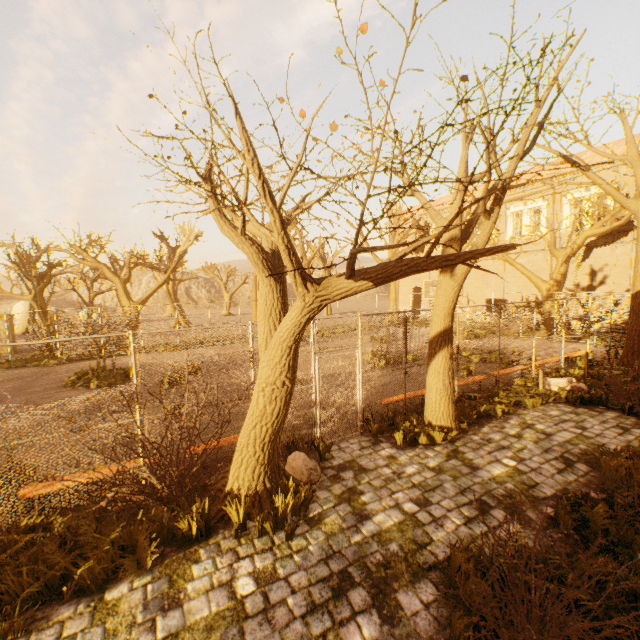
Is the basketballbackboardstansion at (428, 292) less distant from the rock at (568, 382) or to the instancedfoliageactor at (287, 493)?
the rock at (568, 382)

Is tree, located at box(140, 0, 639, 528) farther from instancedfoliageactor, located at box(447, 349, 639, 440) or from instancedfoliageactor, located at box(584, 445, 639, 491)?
instancedfoliageactor, located at box(584, 445, 639, 491)

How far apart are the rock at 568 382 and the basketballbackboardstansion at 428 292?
8.81m

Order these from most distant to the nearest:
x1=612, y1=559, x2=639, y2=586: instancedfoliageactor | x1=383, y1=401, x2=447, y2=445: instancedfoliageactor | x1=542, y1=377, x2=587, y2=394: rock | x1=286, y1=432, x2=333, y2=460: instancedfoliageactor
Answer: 1. x1=542, y1=377, x2=587, y2=394: rock
2. x1=383, y1=401, x2=447, y2=445: instancedfoliageactor
3. x1=286, y1=432, x2=333, y2=460: instancedfoliageactor
4. x1=612, y1=559, x2=639, y2=586: instancedfoliageactor

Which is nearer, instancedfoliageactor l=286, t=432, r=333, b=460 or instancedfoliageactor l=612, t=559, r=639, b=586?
instancedfoliageactor l=612, t=559, r=639, b=586

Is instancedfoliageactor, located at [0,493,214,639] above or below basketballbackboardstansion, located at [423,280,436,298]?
below

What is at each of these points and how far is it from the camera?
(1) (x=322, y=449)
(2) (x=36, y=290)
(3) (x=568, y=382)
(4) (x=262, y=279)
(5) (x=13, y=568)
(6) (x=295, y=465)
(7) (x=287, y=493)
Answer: (1) instancedfoliageactor, 6.6m
(2) tree, 20.3m
(3) rock, 10.2m
(4) tree, 5.1m
(5) instancedfoliageactor, 3.9m
(6) rock, 6.0m
(7) instancedfoliageactor, 5.3m

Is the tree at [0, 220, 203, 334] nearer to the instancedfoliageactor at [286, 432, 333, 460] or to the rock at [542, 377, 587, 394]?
the instancedfoliageactor at [286, 432, 333, 460]
